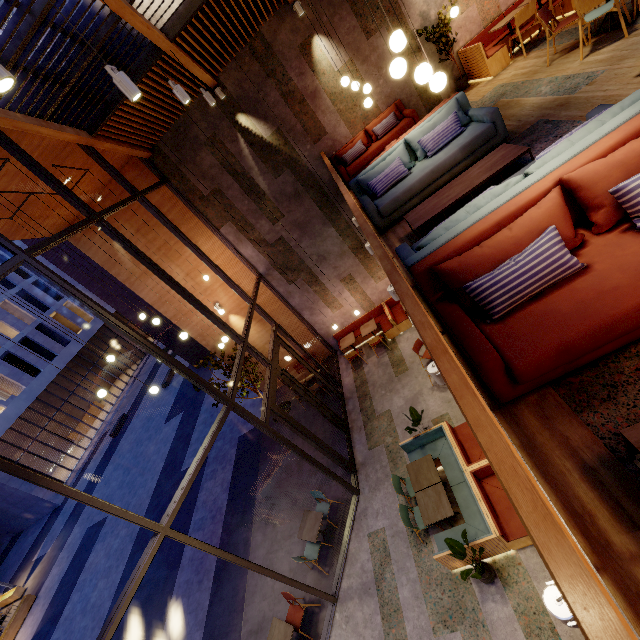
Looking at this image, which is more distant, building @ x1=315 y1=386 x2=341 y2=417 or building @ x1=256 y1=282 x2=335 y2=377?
building @ x1=256 y1=282 x2=335 y2=377

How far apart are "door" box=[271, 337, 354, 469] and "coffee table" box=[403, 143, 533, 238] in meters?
4.9 m

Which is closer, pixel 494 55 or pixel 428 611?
pixel 428 611

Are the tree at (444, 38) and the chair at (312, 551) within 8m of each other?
no

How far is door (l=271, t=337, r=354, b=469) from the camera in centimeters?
802cm

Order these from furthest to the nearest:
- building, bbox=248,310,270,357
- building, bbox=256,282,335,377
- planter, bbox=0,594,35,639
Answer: planter, bbox=0,594,35,639
building, bbox=248,310,270,357
building, bbox=256,282,335,377

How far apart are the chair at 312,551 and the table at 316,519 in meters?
0.2

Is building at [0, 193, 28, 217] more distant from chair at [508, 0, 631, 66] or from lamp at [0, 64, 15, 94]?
lamp at [0, 64, 15, 94]
